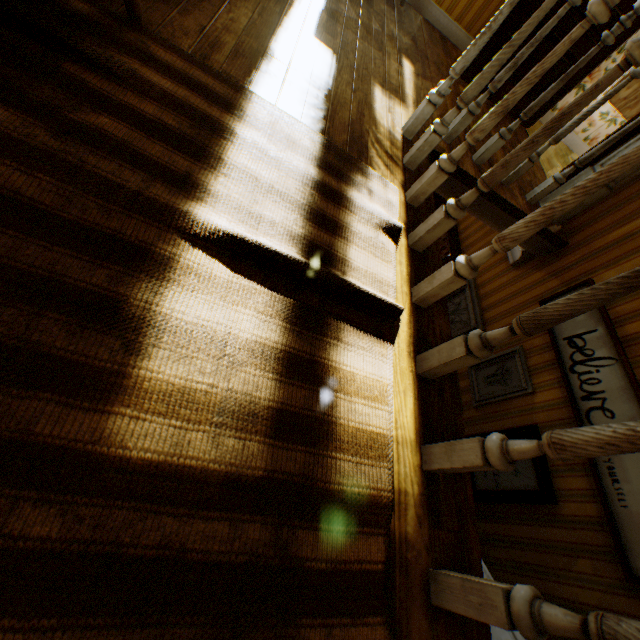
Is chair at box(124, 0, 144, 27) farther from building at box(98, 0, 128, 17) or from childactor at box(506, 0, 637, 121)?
childactor at box(506, 0, 637, 121)

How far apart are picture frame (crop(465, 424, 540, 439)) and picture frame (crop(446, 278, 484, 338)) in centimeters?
100cm

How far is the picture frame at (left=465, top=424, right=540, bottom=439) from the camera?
2.59m

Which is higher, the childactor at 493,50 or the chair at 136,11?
the childactor at 493,50

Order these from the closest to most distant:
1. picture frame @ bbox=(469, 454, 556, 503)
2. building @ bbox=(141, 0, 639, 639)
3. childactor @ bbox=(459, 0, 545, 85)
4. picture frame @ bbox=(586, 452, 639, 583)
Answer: building @ bbox=(141, 0, 639, 639), picture frame @ bbox=(586, 452, 639, 583), picture frame @ bbox=(469, 454, 556, 503), childactor @ bbox=(459, 0, 545, 85)

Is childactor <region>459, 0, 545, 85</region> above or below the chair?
above

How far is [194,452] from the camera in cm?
74

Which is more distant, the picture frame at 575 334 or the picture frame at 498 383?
the picture frame at 498 383
